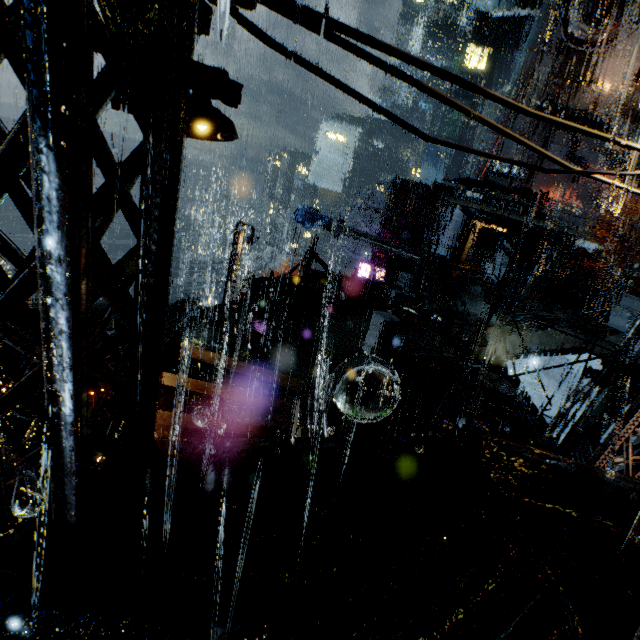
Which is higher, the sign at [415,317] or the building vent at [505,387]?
the sign at [415,317]

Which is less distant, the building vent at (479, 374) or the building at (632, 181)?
the building vent at (479, 374)

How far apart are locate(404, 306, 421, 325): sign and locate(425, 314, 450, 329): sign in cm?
16

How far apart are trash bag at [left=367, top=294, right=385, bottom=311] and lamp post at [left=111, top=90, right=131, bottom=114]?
16.7m

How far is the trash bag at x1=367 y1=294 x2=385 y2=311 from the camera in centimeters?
1836cm

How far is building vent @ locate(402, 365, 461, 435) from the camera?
15.5m

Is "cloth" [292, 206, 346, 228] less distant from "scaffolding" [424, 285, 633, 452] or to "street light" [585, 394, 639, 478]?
"scaffolding" [424, 285, 633, 452]

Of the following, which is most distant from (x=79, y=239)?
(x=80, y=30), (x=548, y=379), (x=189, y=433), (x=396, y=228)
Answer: (x=396, y=228)
